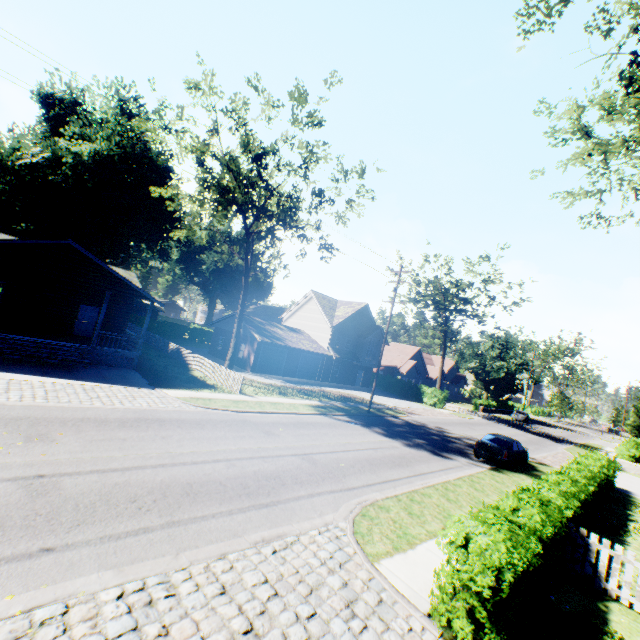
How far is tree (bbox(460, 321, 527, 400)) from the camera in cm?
5412

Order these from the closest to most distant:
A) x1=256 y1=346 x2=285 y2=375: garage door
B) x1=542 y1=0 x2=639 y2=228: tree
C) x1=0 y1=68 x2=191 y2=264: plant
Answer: x1=542 y1=0 x2=639 y2=228: tree, x1=0 y1=68 x2=191 y2=264: plant, x1=256 y1=346 x2=285 y2=375: garage door

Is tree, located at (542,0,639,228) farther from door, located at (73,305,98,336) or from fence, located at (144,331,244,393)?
door, located at (73,305,98,336)

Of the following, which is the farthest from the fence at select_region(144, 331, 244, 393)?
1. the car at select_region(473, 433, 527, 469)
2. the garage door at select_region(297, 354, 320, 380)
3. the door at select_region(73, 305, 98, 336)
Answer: the car at select_region(473, 433, 527, 469)

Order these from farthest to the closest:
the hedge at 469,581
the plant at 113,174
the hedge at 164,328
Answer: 1. the hedge at 164,328
2. the plant at 113,174
3. the hedge at 469,581

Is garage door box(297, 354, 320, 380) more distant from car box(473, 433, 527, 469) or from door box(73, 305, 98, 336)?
car box(473, 433, 527, 469)

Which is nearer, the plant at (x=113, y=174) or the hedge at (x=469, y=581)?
the hedge at (x=469, y=581)

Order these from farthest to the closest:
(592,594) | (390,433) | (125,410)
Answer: (390,433) → (125,410) → (592,594)
